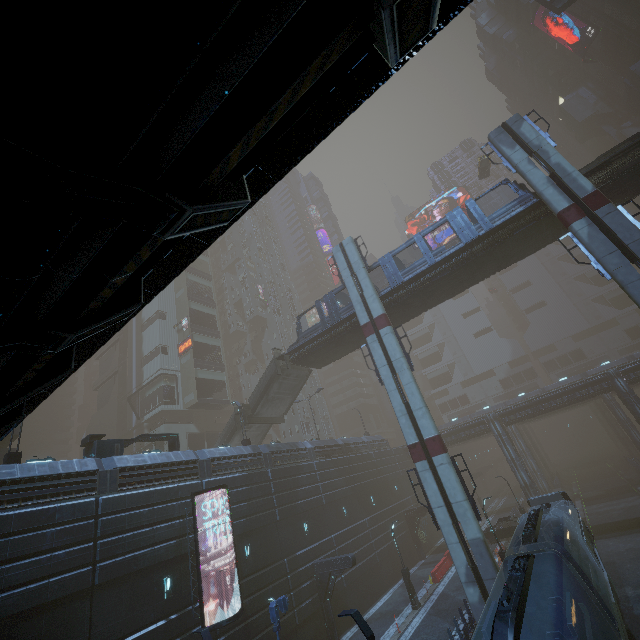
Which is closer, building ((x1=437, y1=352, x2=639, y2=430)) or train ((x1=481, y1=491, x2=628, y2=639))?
train ((x1=481, y1=491, x2=628, y2=639))

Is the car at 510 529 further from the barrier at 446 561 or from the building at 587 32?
the barrier at 446 561

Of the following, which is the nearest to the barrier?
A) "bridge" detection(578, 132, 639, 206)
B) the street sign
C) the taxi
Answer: the street sign

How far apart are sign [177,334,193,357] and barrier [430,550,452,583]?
38.0m

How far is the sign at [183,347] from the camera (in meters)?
46.71

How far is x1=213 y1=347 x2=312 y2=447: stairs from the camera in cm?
3106

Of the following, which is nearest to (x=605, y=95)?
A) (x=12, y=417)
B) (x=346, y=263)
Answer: (x=346, y=263)

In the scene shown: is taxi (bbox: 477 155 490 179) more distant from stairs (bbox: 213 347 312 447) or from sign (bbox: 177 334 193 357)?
sign (bbox: 177 334 193 357)
